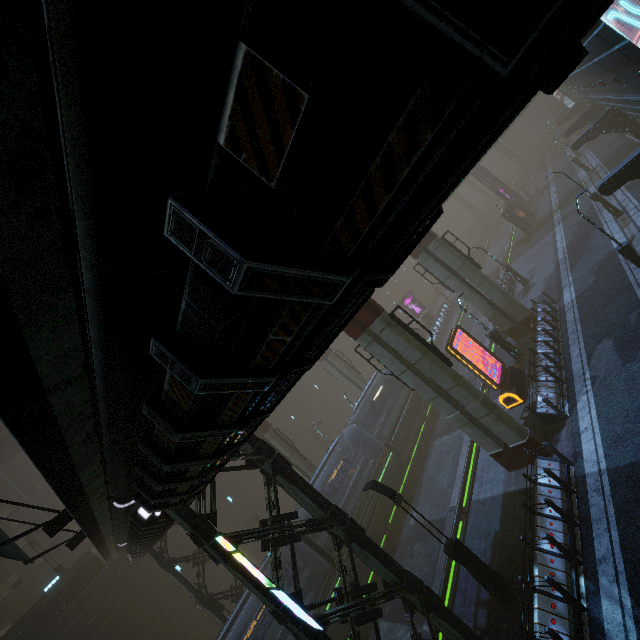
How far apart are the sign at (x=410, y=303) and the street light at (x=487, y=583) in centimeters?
3519cm

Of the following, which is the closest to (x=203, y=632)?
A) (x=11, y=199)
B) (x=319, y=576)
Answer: (x=319, y=576)

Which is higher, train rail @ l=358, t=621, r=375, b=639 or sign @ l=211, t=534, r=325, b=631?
sign @ l=211, t=534, r=325, b=631

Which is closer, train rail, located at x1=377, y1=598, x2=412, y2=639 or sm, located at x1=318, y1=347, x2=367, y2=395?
train rail, located at x1=377, y1=598, x2=412, y2=639

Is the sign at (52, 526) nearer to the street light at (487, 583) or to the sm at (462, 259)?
the street light at (487, 583)

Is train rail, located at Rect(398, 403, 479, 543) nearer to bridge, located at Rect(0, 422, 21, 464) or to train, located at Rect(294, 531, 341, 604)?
train, located at Rect(294, 531, 341, 604)

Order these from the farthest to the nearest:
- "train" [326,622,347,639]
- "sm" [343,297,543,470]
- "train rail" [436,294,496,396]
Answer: "train rail" [436,294,496,396] < "train" [326,622,347,639] < "sm" [343,297,543,470]

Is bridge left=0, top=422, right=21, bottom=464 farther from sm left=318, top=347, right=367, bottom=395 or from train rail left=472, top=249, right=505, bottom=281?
train rail left=472, top=249, right=505, bottom=281
